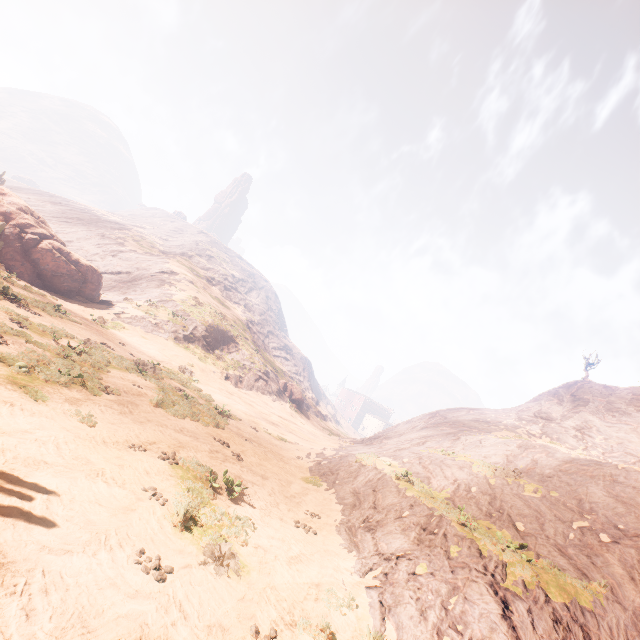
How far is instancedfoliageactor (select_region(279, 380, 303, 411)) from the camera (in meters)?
45.19

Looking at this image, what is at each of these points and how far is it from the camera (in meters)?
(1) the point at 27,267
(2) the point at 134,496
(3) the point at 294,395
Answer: (1) instancedfoliageactor, 22.98
(2) z, 6.71
(3) instancedfoliageactor, 45.81

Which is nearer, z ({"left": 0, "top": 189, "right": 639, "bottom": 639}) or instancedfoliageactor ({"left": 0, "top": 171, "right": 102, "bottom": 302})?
z ({"left": 0, "top": 189, "right": 639, "bottom": 639})

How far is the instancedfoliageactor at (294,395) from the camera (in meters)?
45.19

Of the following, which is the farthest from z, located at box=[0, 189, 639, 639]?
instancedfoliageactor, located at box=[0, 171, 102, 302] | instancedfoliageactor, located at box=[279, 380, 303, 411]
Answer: instancedfoliageactor, located at box=[0, 171, 102, 302]

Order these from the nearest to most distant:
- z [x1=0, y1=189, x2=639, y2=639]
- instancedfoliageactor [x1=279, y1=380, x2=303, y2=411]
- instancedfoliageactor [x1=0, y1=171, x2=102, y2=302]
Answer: z [x1=0, y1=189, x2=639, y2=639], instancedfoliageactor [x1=0, y1=171, x2=102, y2=302], instancedfoliageactor [x1=279, y1=380, x2=303, y2=411]

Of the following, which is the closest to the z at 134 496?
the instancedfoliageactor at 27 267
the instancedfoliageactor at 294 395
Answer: the instancedfoliageactor at 294 395

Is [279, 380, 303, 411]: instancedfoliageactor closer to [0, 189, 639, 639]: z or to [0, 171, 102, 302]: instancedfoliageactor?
[0, 189, 639, 639]: z
